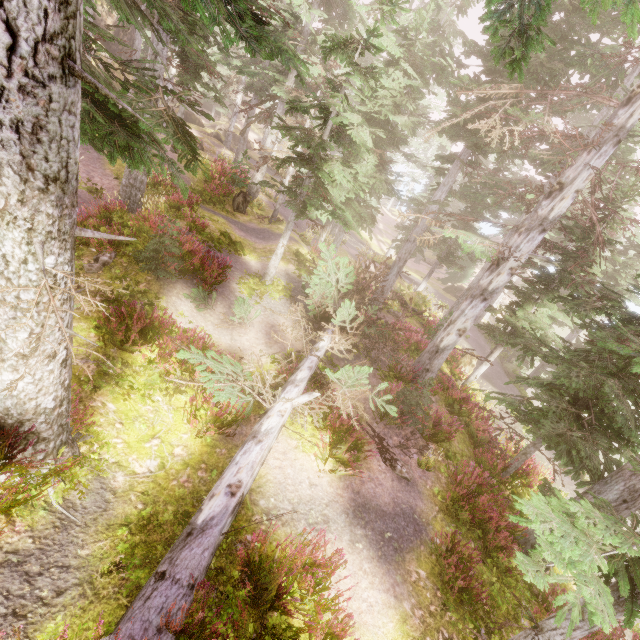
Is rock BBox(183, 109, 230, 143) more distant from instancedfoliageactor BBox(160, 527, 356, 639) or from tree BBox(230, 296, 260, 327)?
tree BBox(230, 296, 260, 327)

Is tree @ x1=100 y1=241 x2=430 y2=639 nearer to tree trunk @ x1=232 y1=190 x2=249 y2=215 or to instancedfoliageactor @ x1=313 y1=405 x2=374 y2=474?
instancedfoliageactor @ x1=313 y1=405 x2=374 y2=474

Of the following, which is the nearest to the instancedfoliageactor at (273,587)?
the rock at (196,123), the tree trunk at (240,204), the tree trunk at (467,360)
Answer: the rock at (196,123)

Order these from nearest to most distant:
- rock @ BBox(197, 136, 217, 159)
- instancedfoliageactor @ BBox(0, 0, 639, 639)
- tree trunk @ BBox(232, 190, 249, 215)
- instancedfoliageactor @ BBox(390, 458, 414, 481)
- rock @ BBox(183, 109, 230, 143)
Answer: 1. instancedfoliageactor @ BBox(0, 0, 639, 639)
2. instancedfoliageactor @ BBox(390, 458, 414, 481)
3. tree trunk @ BBox(232, 190, 249, 215)
4. rock @ BBox(197, 136, 217, 159)
5. rock @ BBox(183, 109, 230, 143)

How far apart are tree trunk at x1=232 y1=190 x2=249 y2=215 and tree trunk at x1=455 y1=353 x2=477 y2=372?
15.5 meters

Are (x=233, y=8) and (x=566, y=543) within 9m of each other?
no

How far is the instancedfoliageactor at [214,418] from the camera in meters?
6.7 m

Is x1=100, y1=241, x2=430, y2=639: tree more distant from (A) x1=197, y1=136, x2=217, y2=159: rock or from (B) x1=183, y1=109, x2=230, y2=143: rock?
(B) x1=183, y1=109, x2=230, y2=143: rock
